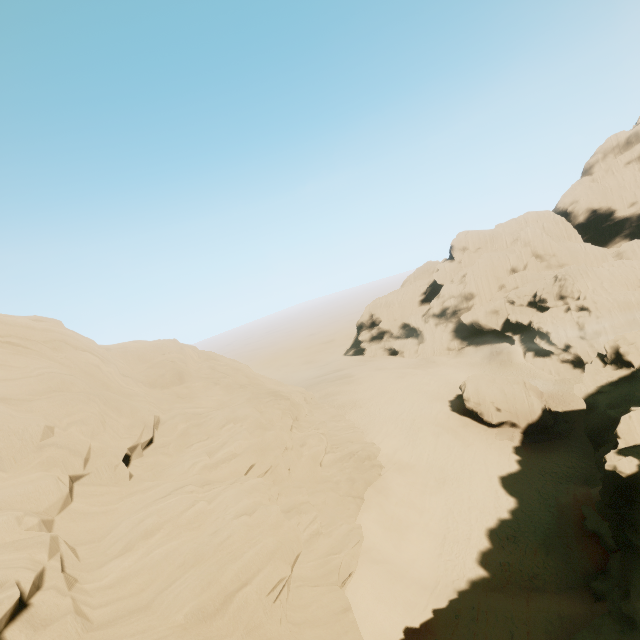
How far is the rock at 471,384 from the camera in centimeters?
3650cm

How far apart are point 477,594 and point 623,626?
8.2m

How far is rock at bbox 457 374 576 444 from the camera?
36.50m

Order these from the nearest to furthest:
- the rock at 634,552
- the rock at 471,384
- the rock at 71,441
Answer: the rock at 71,441 < the rock at 634,552 < the rock at 471,384

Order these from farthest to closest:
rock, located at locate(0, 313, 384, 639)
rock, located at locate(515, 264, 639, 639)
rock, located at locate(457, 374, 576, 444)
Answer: rock, located at locate(457, 374, 576, 444)
rock, located at locate(515, 264, 639, 639)
rock, located at locate(0, 313, 384, 639)

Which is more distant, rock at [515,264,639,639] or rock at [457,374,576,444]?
rock at [457,374,576,444]

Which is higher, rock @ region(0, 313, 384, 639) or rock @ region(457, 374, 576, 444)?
rock @ region(0, 313, 384, 639)
